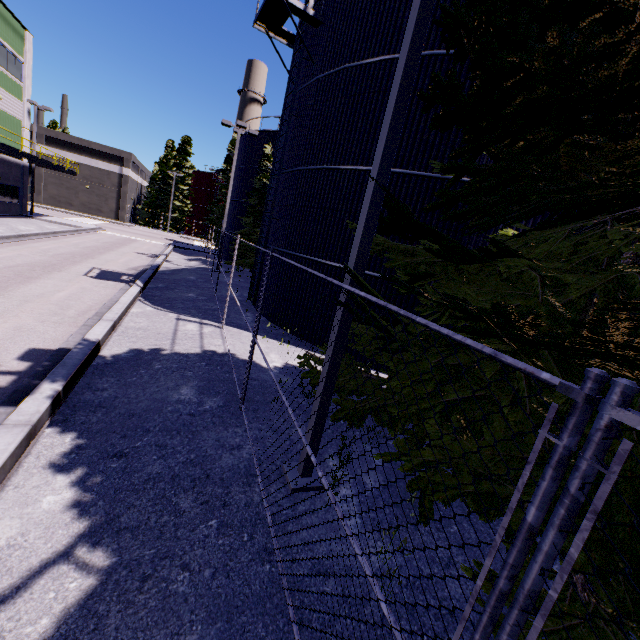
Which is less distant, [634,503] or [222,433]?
[634,503]

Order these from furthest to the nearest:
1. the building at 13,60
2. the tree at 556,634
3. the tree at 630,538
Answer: the building at 13,60
the tree at 630,538
the tree at 556,634

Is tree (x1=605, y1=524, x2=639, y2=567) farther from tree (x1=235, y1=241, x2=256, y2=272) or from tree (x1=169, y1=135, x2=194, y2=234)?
tree (x1=169, y1=135, x2=194, y2=234)

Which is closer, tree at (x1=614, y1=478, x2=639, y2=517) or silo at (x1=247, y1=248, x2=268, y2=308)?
tree at (x1=614, y1=478, x2=639, y2=517)

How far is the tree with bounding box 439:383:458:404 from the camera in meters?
4.1

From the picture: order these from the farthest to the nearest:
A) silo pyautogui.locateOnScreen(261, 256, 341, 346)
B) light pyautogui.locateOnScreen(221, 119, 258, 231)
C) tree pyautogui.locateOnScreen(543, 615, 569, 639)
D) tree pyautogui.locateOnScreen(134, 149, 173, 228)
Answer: tree pyautogui.locateOnScreen(134, 149, 173, 228) → light pyautogui.locateOnScreen(221, 119, 258, 231) → silo pyautogui.locateOnScreen(261, 256, 341, 346) → tree pyautogui.locateOnScreen(543, 615, 569, 639)

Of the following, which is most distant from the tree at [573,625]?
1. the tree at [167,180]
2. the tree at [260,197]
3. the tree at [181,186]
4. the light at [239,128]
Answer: the tree at [181,186]
